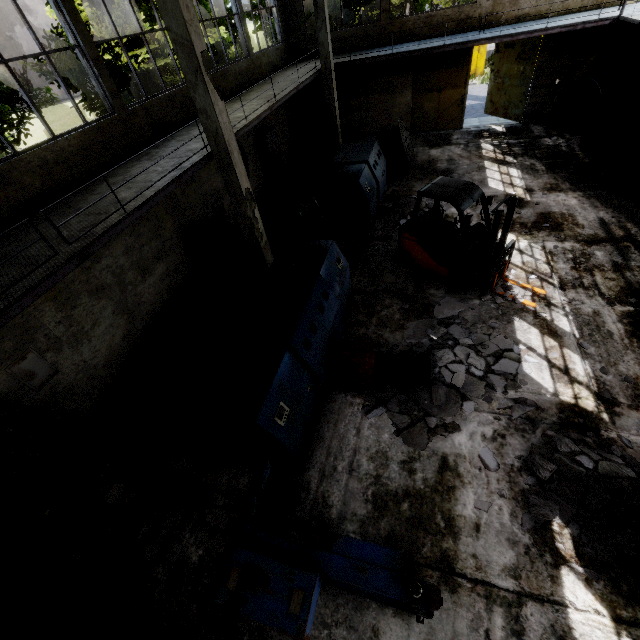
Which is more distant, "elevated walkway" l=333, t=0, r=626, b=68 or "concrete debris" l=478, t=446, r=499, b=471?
"elevated walkway" l=333, t=0, r=626, b=68

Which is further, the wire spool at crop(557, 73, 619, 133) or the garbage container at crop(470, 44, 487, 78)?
the garbage container at crop(470, 44, 487, 78)

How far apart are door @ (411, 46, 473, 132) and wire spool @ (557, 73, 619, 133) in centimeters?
409cm

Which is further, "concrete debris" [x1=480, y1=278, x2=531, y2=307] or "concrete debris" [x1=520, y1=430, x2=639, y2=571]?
"concrete debris" [x1=480, y1=278, x2=531, y2=307]

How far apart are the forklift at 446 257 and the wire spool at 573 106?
10.6m

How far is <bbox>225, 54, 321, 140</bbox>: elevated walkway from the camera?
9.2 meters

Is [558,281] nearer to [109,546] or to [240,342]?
[240,342]

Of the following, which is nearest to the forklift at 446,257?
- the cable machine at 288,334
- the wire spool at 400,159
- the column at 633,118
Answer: the cable machine at 288,334
